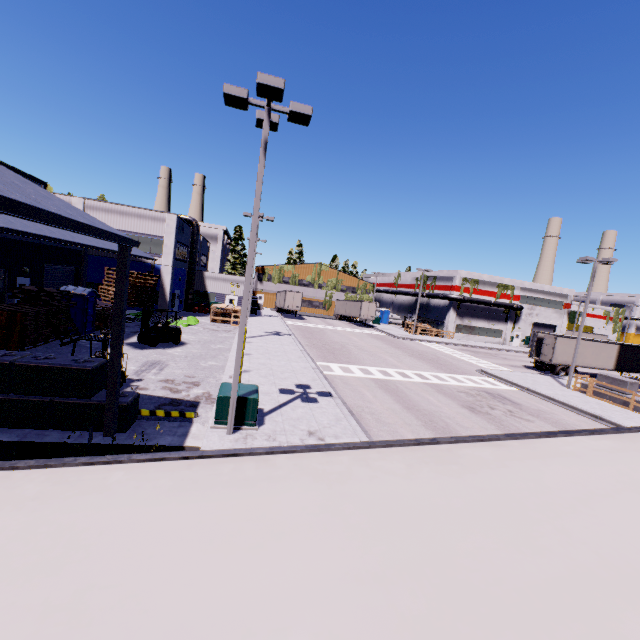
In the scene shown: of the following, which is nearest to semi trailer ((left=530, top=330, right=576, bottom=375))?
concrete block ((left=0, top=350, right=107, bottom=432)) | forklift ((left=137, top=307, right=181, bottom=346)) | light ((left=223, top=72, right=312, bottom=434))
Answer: concrete block ((left=0, top=350, right=107, bottom=432))

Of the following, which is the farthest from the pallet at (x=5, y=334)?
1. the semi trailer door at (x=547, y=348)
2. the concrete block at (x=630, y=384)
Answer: the semi trailer door at (x=547, y=348)

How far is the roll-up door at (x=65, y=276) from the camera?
24.9m

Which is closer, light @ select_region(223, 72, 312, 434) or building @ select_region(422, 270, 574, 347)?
light @ select_region(223, 72, 312, 434)

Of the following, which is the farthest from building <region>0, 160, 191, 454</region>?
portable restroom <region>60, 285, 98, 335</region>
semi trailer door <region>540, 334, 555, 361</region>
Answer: semi trailer door <region>540, 334, 555, 361</region>

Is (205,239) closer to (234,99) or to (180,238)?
(180,238)

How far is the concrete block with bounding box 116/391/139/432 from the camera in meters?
9.5 m

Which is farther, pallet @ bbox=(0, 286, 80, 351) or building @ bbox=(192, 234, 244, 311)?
building @ bbox=(192, 234, 244, 311)
